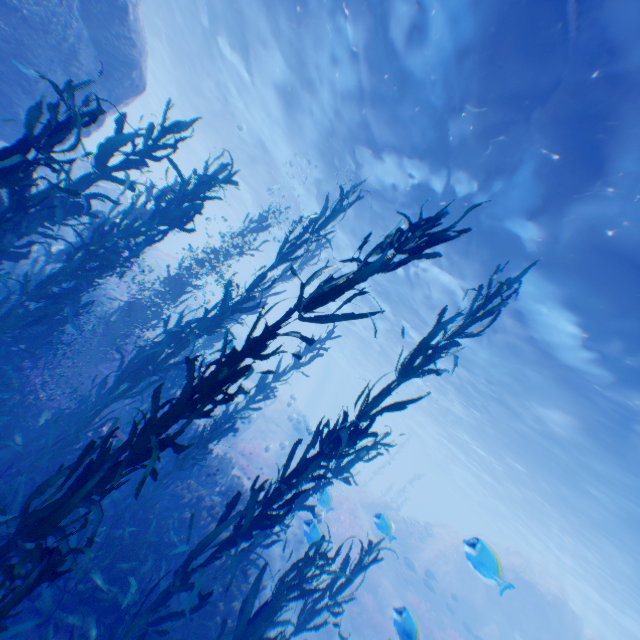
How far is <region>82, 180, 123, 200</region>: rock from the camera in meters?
15.9

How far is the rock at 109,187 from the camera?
15.9 meters

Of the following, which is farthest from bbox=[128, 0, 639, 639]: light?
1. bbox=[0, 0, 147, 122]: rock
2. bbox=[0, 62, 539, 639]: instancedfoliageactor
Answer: bbox=[0, 62, 539, 639]: instancedfoliageactor

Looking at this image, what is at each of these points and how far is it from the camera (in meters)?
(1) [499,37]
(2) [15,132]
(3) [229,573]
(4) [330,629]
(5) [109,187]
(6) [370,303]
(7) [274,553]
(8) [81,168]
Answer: (1) light, 6.57
(2) rock, 8.70
(3) instancedfoliageactor, 6.38
(4) rock, 13.92
(5) rock, 17.34
(6) light, 24.78
(7) rock, 13.74
(8) rock, 14.67

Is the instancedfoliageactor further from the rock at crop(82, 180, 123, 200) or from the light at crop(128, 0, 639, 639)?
the light at crop(128, 0, 639, 639)

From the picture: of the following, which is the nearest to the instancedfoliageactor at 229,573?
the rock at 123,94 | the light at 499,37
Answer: the rock at 123,94

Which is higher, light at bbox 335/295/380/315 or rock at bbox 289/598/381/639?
light at bbox 335/295/380/315

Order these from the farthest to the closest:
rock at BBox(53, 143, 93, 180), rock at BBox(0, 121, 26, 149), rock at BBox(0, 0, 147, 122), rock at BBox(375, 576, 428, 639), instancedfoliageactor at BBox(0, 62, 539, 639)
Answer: rock at BBox(53, 143, 93, 180), rock at BBox(0, 121, 26, 149), rock at BBox(0, 0, 147, 122), rock at BBox(375, 576, 428, 639), instancedfoliageactor at BBox(0, 62, 539, 639)
